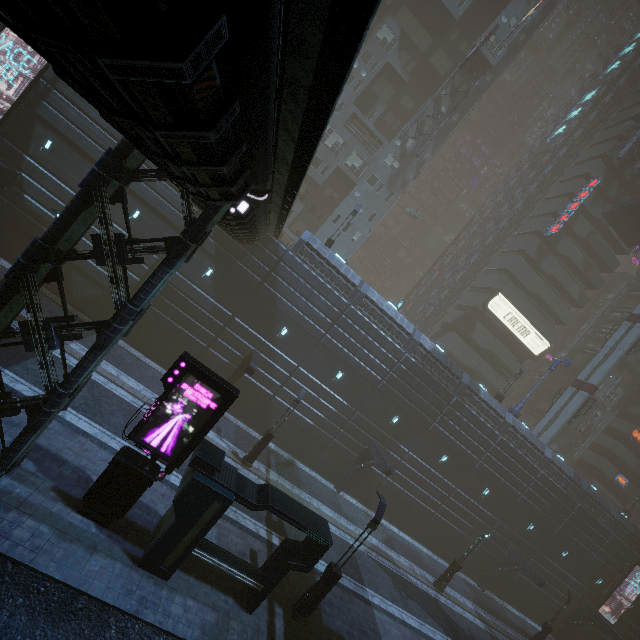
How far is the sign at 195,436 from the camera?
10.2 meters

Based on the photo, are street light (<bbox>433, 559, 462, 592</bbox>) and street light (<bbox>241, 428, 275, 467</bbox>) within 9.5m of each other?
no

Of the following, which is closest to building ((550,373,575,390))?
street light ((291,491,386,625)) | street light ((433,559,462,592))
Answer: street light ((291,491,386,625))

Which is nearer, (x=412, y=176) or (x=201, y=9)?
(x=201, y=9)

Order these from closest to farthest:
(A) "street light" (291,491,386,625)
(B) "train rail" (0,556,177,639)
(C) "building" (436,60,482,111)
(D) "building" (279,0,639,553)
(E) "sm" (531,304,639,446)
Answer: (B) "train rail" (0,556,177,639), (A) "street light" (291,491,386,625), (D) "building" (279,0,639,553), (E) "sm" (531,304,639,446), (C) "building" (436,60,482,111)

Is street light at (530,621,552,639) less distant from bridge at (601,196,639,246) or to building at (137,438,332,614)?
building at (137,438,332,614)

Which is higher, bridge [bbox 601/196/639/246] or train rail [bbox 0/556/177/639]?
bridge [bbox 601/196/639/246]

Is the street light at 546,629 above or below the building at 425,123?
below
